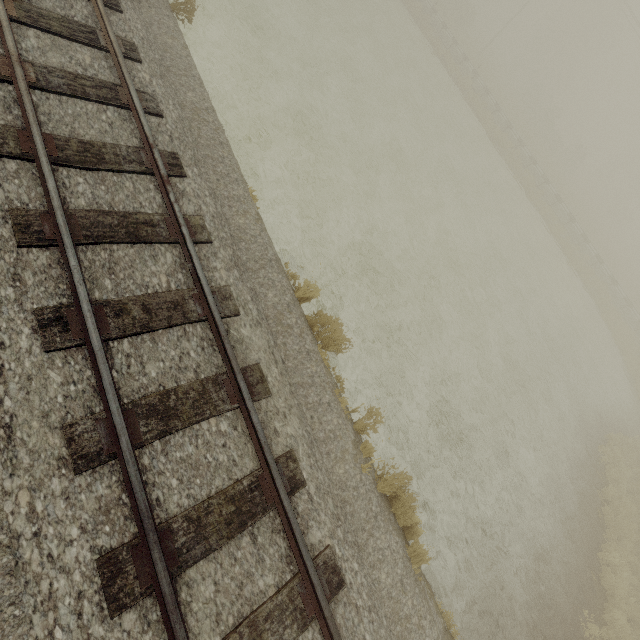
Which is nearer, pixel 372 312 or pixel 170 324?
pixel 170 324
